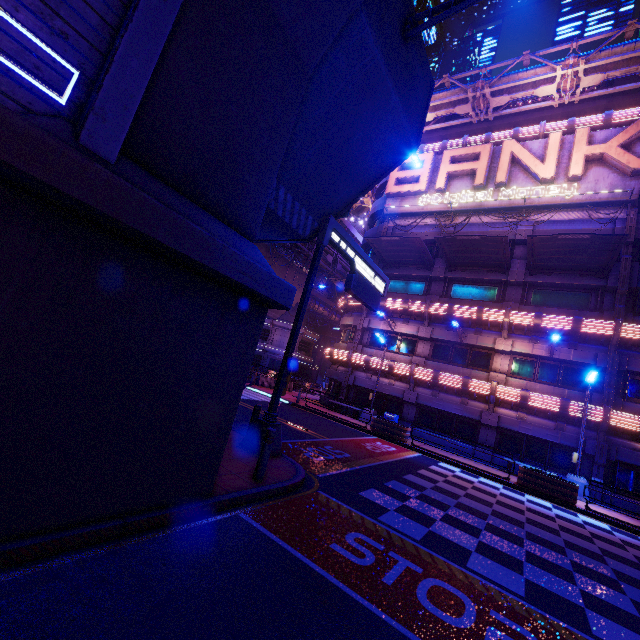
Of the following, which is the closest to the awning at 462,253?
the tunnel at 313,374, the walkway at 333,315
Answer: the walkway at 333,315

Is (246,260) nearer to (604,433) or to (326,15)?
(326,15)

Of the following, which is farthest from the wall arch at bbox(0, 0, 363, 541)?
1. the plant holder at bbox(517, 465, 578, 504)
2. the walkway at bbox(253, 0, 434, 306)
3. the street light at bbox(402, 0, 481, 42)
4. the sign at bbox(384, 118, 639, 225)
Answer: the sign at bbox(384, 118, 639, 225)

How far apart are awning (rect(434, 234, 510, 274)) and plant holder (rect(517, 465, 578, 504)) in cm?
1181

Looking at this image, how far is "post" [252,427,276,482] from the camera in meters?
6.7

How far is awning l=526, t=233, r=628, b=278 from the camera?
16.1m

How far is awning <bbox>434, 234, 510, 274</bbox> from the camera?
19.03m

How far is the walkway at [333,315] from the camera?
43.9m
